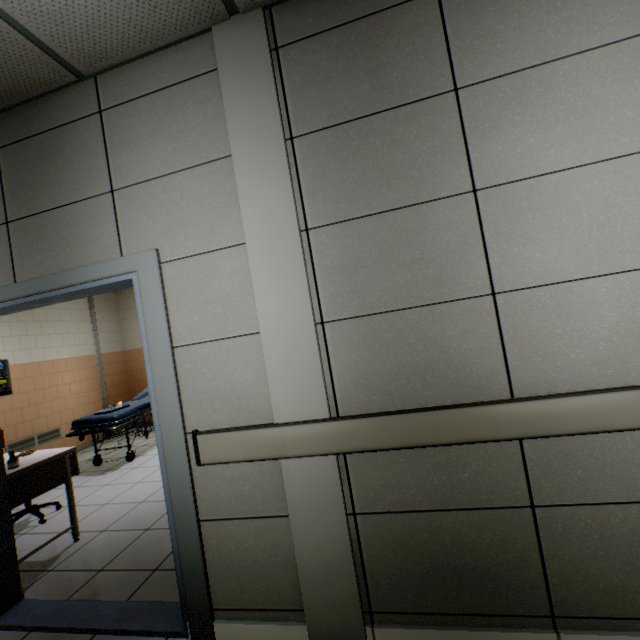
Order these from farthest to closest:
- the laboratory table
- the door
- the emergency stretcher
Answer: the emergency stretcher → the laboratory table → the door

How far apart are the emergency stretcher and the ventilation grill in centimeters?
128cm

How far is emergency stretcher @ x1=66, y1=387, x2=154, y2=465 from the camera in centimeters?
484cm

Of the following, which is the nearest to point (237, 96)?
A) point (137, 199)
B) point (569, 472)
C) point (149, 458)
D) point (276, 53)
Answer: point (276, 53)

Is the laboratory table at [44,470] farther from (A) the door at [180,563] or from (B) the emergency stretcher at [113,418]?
(B) the emergency stretcher at [113,418]

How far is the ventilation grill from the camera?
5.30m

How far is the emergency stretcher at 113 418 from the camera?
4.84m

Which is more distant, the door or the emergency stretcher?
the emergency stretcher
